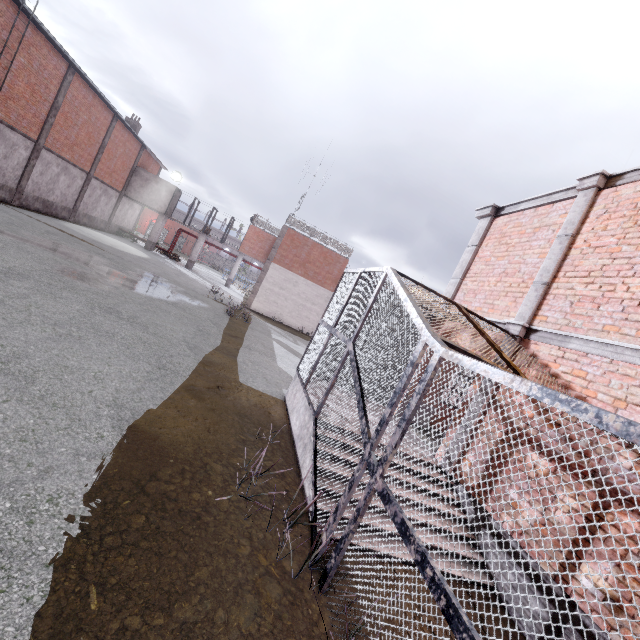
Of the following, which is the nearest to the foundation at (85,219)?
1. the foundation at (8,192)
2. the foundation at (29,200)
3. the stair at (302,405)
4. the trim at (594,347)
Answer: the foundation at (29,200)

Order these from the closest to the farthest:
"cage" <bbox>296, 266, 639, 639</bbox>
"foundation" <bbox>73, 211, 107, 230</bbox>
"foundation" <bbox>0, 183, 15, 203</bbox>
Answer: "cage" <bbox>296, 266, 639, 639</bbox> < "foundation" <bbox>0, 183, 15, 203</bbox> < "foundation" <bbox>73, 211, 107, 230</bbox>

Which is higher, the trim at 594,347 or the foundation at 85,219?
the trim at 594,347

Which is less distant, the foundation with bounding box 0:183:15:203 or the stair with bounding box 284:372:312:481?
the stair with bounding box 284:372:312:481

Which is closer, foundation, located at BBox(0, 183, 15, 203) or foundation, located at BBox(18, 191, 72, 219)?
foundation, located at BBox(0, 183, 15, 203)

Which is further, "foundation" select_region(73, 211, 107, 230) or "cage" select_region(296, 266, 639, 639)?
"foundation" select_region(73, 211, 107, 230)

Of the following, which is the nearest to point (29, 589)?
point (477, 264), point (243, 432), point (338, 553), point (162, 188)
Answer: point (338, 553)

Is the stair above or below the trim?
below
